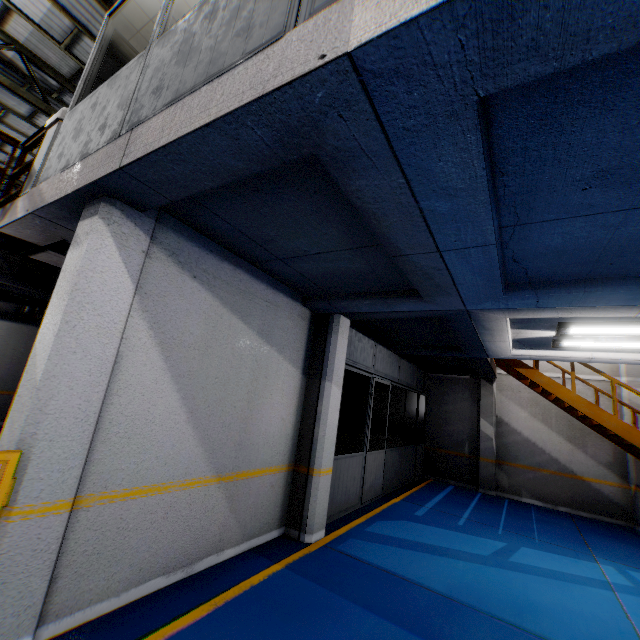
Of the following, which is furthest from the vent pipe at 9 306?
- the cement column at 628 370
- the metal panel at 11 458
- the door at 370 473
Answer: the cement column at 628 370

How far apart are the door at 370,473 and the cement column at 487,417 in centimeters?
450cm

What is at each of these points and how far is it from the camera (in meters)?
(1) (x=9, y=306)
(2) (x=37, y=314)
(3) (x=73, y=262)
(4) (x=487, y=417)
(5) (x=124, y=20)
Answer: (1) vent pipe, 8.09
(2) vent pipe, 8.58
(3) cement column, 3.00
(4) cement column, 11.08
(5) cieling, 4.66

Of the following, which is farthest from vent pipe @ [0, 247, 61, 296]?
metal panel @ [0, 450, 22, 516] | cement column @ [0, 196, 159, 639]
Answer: metal panel @ [0, 450, 22, 516]

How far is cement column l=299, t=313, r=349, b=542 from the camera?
5.20m

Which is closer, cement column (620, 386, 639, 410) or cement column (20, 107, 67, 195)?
cement column (20, 107, 67, 195)

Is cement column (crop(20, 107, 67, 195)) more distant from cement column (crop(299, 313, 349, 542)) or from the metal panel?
cement column (crop(299, 313, 349, 542))

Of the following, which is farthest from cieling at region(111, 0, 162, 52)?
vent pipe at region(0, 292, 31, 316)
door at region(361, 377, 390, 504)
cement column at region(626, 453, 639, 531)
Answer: cement column at region(626, 453, 639, 531)
